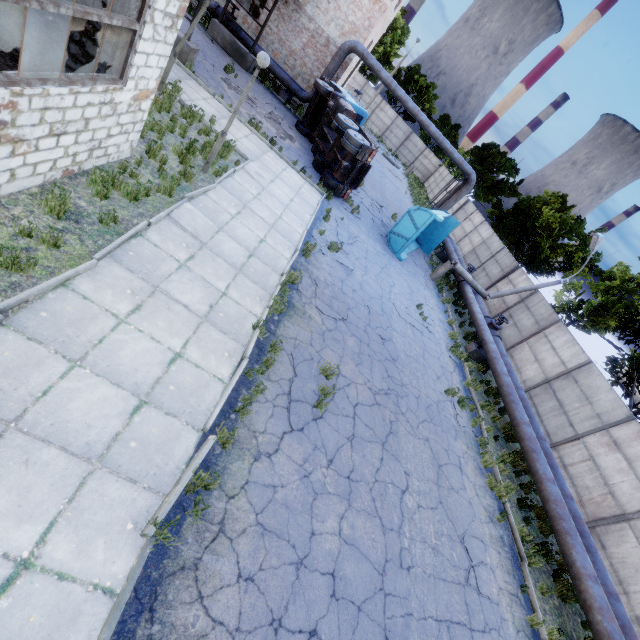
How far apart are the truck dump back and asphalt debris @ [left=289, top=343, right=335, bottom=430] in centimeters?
1121cm

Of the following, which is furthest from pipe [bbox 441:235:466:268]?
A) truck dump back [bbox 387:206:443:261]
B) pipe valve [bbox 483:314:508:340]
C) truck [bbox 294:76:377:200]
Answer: truck dump back [bbox 387:206:443:261]

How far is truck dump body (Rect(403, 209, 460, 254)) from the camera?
19.8 meters

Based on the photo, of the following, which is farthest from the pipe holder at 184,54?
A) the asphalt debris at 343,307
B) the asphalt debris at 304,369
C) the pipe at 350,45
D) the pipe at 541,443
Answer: the pipe at 541,443

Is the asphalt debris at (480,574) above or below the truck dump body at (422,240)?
below

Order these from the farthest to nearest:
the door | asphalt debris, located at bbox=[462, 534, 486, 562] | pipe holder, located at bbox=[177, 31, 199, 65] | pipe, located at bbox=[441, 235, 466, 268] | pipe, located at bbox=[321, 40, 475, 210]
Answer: the door → pipe, located at bbox=[441, 235, 466, 268] → pipe, located at bbox=[321, 40, 475, 210] → pipe holder, located at bbox=[177, 31, 199, 65] → asphalt debris, located at bbox=[462, 534, 486, 562]

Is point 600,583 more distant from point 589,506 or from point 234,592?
point 234,592

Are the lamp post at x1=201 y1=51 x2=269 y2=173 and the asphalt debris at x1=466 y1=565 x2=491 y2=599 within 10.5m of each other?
no
